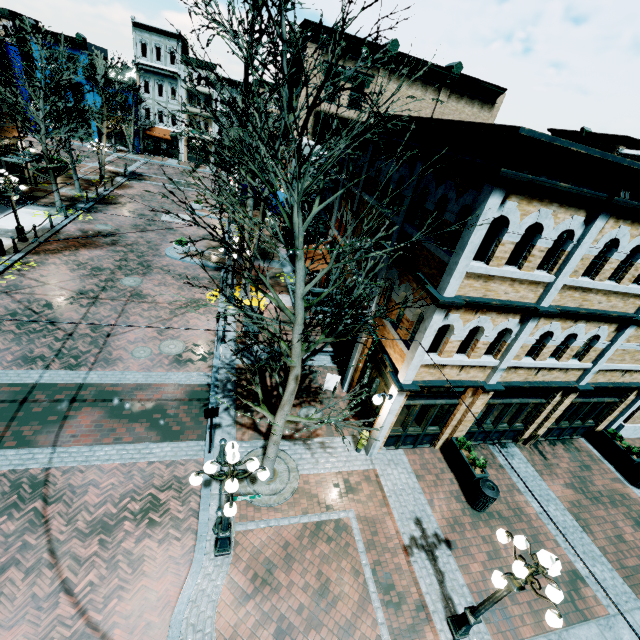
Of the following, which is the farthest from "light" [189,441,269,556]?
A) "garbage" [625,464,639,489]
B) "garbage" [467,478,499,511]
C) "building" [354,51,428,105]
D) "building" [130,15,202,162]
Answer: "building" [130,15,202,162]

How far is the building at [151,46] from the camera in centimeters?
3869cm

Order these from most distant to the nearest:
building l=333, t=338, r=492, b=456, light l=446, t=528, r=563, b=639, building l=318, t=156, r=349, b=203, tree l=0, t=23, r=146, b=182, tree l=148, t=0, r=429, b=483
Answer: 1. tree l=0, t=23, r=146, b=182
2. building l=318, t=156, r=349, b=203
3. building l=333, t=338, r=492, b=456
4. light l=446, t=528, r=563, b=639
5. tree l=148, t=0, r=429, b=483

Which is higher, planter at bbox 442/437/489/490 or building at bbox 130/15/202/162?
building at bbox 130/15/202/162

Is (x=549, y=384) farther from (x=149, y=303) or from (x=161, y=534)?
(x=149, y=303)

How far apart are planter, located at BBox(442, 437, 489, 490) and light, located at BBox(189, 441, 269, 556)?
7.2m

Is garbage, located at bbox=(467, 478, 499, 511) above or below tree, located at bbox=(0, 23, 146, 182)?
below
